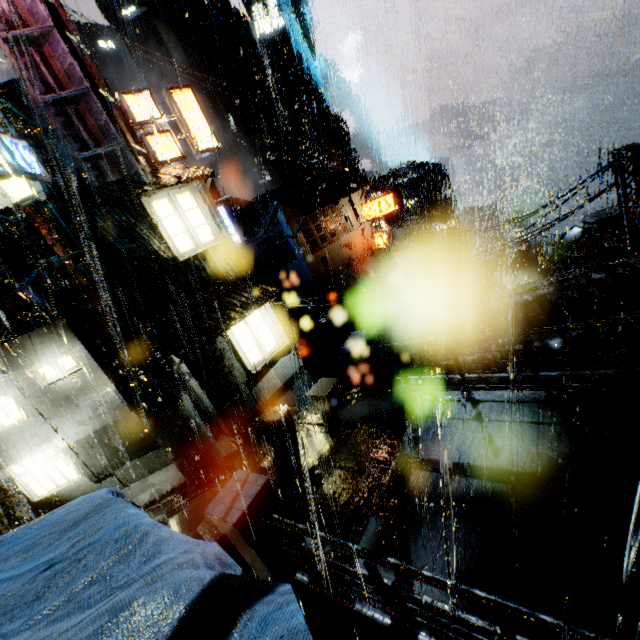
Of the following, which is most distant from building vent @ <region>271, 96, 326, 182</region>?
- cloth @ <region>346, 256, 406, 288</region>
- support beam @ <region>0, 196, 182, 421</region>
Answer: support beam @ <region>0, 196, 182, 421</region>

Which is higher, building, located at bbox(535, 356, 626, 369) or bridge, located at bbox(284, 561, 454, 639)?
bridge, located at bbox(284, 561, 454, 639)

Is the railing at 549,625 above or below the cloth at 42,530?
below

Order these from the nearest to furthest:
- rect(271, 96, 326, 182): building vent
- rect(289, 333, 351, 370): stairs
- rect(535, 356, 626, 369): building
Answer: rect(535, 356, 626, 369): building
rect(289, 333, 351, 370): stairs
rect(271, 96, 326, 182): building vent

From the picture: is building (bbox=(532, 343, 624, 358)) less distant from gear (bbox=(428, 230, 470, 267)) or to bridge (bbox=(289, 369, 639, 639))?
bridge (bbox=(289, 369, 639, 639))

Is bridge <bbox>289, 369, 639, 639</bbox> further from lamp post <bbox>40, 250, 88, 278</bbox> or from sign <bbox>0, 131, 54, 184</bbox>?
sign <bbox>0, 131, 54, 184</bbox>

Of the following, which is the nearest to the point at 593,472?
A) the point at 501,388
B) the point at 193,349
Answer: the point at 501,388

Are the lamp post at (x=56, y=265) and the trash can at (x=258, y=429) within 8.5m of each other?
yes
